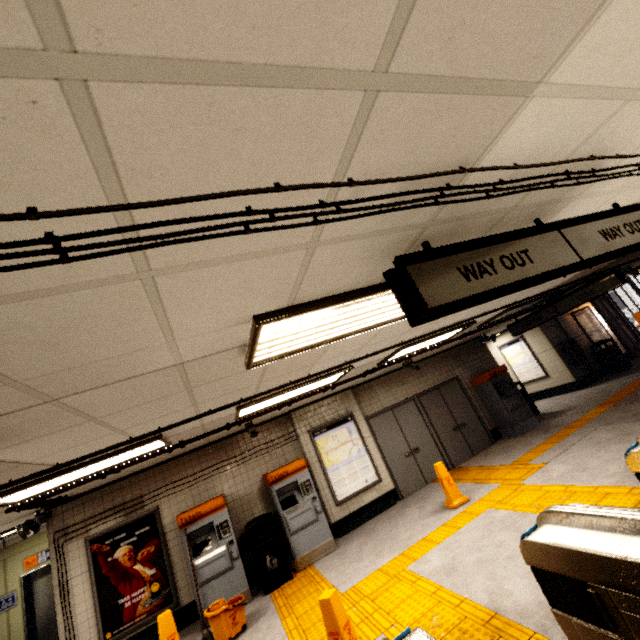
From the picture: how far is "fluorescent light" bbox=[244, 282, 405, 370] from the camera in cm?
216

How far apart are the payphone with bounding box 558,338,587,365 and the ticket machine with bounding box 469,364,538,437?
3.55m

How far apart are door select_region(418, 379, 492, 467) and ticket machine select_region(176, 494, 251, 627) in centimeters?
565cm

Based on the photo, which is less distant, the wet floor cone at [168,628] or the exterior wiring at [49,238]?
the exterior wiring at [49,238]

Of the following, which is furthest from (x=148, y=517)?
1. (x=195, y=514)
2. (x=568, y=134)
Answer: (x=568, y=134)

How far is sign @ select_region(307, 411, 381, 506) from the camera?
7.5 meters

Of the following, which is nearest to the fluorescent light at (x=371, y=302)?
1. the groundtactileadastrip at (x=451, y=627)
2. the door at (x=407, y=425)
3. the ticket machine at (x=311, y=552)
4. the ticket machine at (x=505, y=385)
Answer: the groundtactileadastrip at (x=451, y=627)

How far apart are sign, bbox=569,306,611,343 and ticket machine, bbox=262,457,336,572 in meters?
12.0
